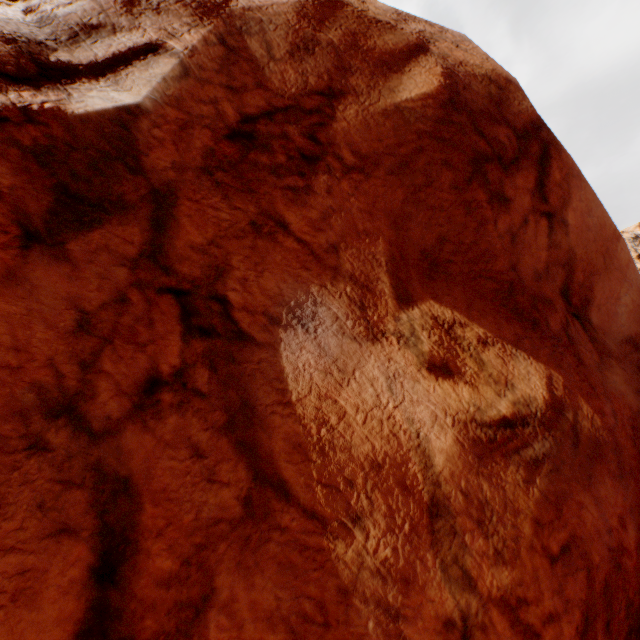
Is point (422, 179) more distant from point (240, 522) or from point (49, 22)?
point (49, 22)
